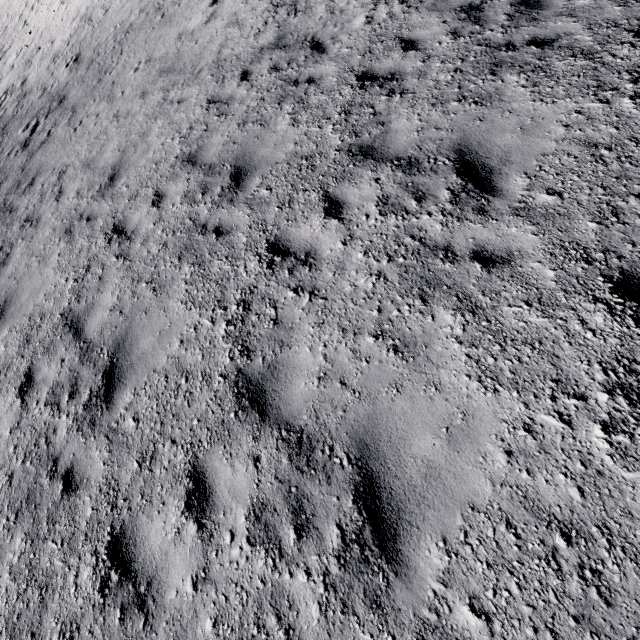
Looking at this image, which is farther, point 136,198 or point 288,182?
point 136,198
